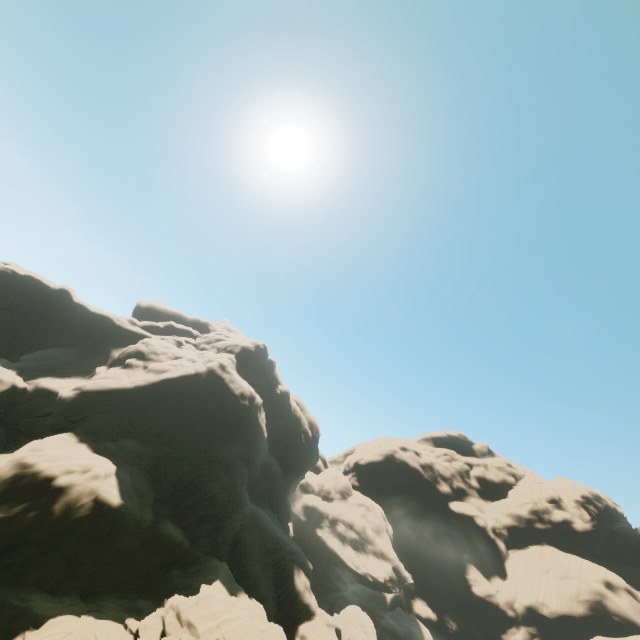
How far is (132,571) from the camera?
26.1m
